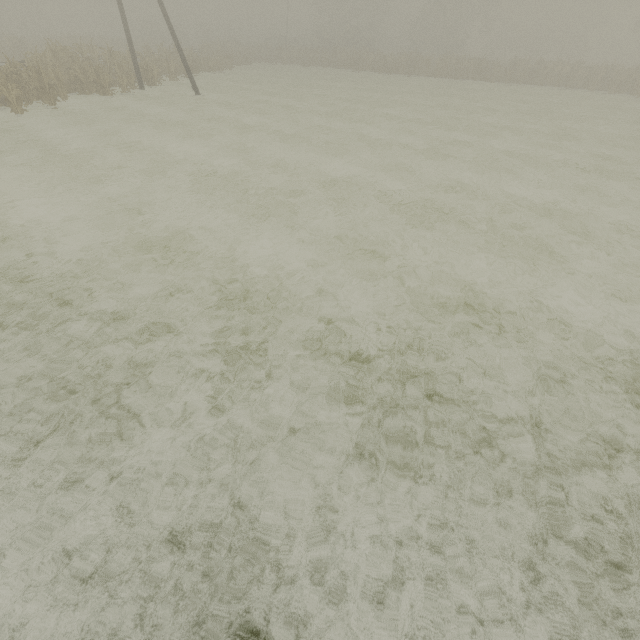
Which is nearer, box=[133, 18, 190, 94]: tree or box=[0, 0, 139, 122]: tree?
box=[0, 0, 139, 122]: tree

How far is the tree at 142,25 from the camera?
20.9 meters

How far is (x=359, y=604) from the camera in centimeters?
254cm

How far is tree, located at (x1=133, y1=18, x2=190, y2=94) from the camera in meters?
20.9

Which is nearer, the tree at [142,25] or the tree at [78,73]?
the tree at [78,73]
